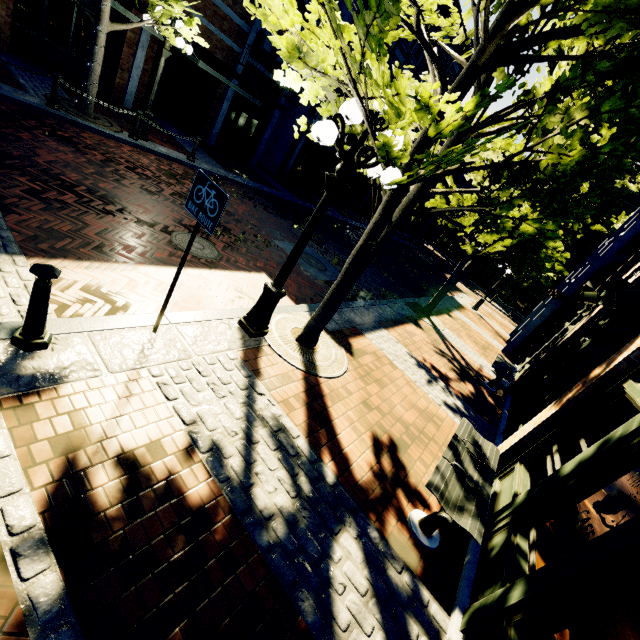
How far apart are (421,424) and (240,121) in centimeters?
1763cm

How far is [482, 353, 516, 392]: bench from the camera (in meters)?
9.22

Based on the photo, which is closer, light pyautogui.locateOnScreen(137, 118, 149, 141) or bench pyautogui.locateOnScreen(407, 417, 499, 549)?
bench pyautogui.locateOnScreen(407, 417, 499, 549)

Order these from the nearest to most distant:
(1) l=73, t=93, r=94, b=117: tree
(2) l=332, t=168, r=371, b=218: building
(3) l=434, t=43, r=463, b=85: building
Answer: (1) l=73, t=93, r=94, b=117: tree
(3) l=434, t=43, r=463, b=85: building
(2) l=332, t=168, r=371, b=218: building

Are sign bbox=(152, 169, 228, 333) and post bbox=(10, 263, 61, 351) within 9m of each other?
yes

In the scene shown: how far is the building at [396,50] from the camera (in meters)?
18.69

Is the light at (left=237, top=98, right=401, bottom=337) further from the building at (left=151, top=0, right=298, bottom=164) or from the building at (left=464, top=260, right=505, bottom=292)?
the building at (left=464, top=260, right=505, bottom=292)
